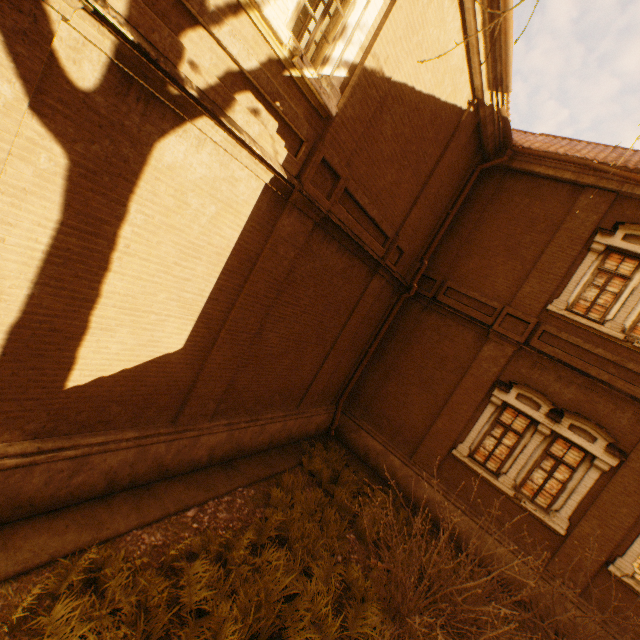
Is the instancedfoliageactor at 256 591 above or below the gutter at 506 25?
below

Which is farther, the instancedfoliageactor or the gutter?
the gutter

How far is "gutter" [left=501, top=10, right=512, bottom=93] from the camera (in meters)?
6.21

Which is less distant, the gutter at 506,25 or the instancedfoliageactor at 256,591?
the instancedfoliageactor at 256,591

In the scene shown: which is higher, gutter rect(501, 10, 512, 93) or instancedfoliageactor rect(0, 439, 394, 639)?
gutter rect(501, 10, 512, 93)

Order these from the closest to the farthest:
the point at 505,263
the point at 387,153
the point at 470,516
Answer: the point at 387,153, the point at 470,516, the point at 505,263
